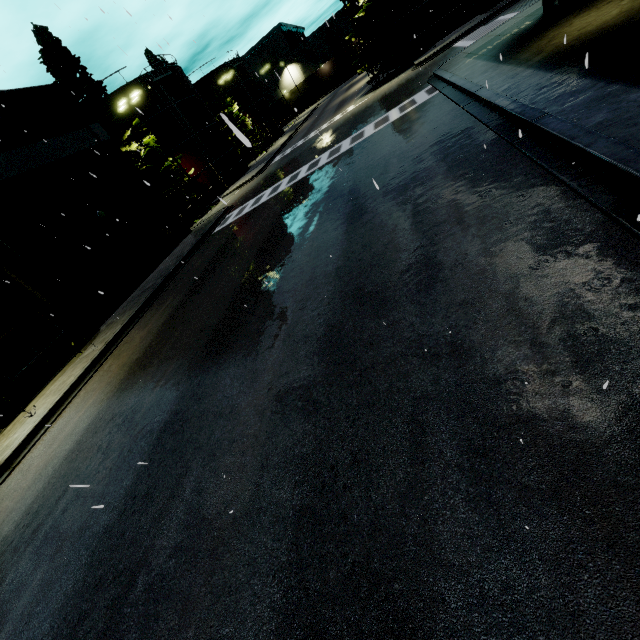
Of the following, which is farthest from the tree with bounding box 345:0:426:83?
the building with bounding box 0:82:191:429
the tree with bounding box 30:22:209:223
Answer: the tree with bounding box 30:22:209:223

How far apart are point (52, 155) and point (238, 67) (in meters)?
43.88

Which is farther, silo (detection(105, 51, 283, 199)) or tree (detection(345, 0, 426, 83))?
silo (detection(105, 51, 283, 199))

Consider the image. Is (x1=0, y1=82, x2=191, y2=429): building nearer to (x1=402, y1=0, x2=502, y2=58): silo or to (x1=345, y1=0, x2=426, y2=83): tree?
(x1=402, y1=0, x2=502, y2=58): silo

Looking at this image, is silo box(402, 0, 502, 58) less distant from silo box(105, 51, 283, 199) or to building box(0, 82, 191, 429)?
building box(0, 82, 191, 429)

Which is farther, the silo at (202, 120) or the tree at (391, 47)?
the silo at (202, 120)

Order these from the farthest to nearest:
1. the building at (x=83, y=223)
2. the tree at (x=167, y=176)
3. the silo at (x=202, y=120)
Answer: the silo at (x=202, y=120) → the tree at (x=167, y=176) → the building at (x=83, y=223)

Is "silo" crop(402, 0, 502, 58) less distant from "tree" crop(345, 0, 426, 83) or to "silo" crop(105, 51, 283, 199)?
"tree" crop(345, 0, 426, 83)
